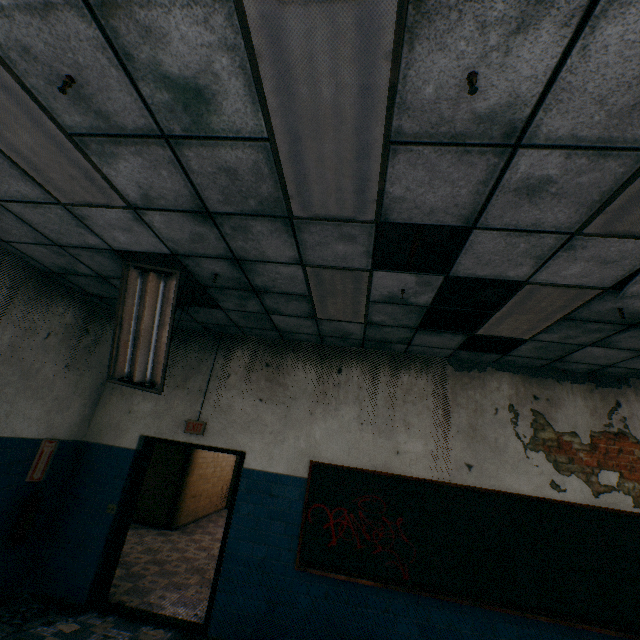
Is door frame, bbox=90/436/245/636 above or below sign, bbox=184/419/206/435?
below

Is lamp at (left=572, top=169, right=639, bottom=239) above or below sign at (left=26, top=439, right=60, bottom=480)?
above

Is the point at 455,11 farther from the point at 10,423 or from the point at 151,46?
the point at 10,423

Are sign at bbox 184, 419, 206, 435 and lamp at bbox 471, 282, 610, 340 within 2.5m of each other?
no

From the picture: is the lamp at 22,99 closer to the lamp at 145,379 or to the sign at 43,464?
the lamp at 145,379

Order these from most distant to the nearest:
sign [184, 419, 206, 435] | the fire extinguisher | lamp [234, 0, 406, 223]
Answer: sign [184, 419, 206, 435], the fire extinguisher, lamp [234, 0, 406, 223]

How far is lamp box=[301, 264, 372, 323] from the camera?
3.1m

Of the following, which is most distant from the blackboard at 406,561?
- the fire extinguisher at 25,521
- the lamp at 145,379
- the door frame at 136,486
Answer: the fire extinguisher at 25,521
